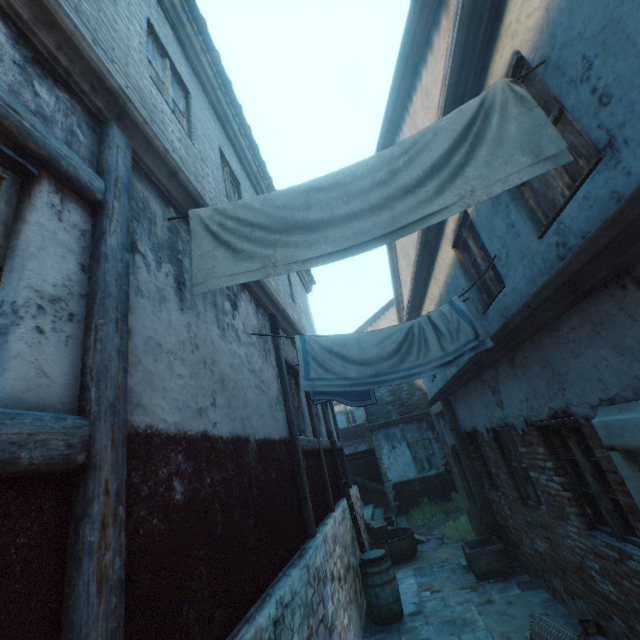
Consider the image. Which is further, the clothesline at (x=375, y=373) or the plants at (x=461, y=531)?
the plants at (x=461, y=531)

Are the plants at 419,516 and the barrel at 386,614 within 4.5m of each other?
no

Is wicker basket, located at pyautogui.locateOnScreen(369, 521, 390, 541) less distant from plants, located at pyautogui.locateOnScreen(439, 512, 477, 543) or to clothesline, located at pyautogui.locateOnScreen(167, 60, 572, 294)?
plants, located at pyautogui.locateOnScreen(439, 512, 477, 543)

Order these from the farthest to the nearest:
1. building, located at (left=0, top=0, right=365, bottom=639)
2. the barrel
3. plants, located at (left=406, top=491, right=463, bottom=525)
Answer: plants, located at (left=406, top=491, right=463, bottom=525)
the barrel
building, located at (left=0, top=0, right=365, bottom=639)

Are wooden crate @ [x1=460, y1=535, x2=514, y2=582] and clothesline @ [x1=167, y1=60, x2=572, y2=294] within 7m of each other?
no

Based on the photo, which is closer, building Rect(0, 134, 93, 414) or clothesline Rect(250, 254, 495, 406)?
building Rect(0, 134, 93, 414)

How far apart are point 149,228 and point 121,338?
1.3 meters

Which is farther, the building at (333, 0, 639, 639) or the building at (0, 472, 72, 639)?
the building at (333, 0, 639, 639)
